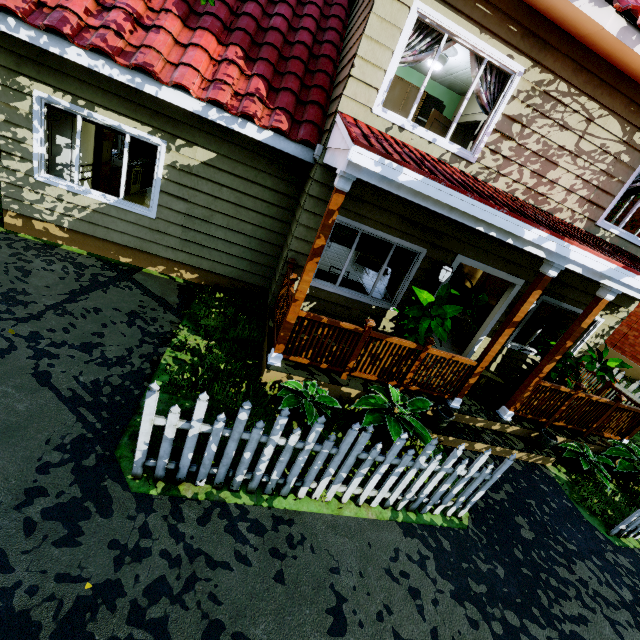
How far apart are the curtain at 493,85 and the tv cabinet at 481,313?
6.0 meters

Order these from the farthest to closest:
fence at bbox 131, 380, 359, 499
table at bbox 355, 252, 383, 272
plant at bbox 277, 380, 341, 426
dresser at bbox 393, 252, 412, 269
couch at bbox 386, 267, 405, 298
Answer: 1. dresser at bbox 393, 252, 412, 269
2. table at bbox 355, 252, 383, 272
3. couch at bbox 386, 267, 405, 298
4. plant at bbox 277, 380, 341, 426
5. fence at bbox 131, 380, 359, 499

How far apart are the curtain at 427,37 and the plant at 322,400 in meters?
4.5 m

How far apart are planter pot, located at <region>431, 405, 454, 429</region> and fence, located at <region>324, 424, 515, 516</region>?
1.2 meters

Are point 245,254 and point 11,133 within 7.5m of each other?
yes

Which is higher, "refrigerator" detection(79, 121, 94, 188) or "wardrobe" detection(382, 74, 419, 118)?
"wardrobe" detection(382, 74, 419, 118)

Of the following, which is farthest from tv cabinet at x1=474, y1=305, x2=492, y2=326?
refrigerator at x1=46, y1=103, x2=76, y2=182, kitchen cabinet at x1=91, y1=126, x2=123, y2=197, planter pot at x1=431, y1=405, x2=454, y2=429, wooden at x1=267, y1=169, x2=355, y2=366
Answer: refrigerator at x1=46, y1=103, x2=76, y2=182

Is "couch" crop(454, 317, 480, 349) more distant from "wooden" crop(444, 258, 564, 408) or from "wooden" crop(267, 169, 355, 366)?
"wooden" crop(267, 169, 355, 366)
